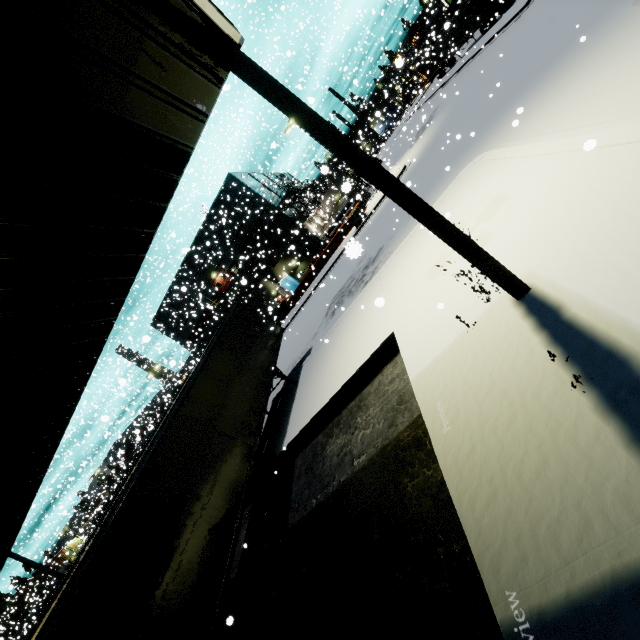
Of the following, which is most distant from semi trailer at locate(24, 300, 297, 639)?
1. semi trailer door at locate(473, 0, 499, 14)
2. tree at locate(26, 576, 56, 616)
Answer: tree at locate(26, 576, 56, 616)

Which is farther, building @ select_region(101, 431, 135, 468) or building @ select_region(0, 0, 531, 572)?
building @ select_region(101, 431, 135, 468)

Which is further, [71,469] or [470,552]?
[71,469]

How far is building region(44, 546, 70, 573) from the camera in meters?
53.7 m

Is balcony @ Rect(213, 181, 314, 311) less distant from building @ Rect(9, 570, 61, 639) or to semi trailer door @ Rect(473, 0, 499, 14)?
building @ Rect(9, 570, 61, 639)

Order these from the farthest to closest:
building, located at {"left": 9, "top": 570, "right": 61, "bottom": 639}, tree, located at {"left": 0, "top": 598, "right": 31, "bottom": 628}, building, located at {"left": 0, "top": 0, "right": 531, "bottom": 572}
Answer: tree, located at {"left": 0, "top": 598, "right": 31, "bottom": 628}, building, located at {"left": 9, "top": 570, "right": 61, "bottom": 639}, building, located at {"left": 0, "top": 0, "right": 531, "bottom": 572}

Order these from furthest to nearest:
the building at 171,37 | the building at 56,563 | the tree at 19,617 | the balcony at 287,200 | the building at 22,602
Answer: the building at 56,563 → the tree at 19,617 → the building at 22,602 → the balcony at 287,200 → the building at 171,37

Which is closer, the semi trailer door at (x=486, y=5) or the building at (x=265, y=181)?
the semi trailer door at (x=486, y=5)
